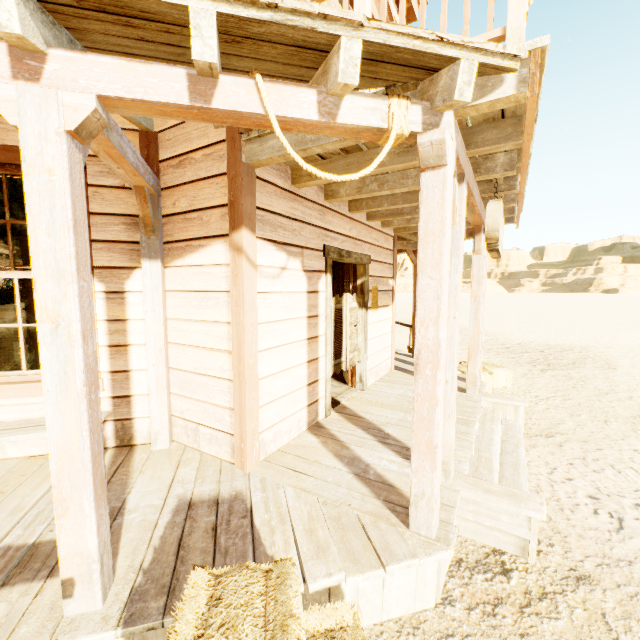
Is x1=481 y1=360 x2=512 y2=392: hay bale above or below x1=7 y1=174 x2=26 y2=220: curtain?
below

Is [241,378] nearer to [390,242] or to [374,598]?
[374,598]

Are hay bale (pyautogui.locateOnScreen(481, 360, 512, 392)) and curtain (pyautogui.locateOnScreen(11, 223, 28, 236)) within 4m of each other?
no

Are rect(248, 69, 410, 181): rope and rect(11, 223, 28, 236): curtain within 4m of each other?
yes

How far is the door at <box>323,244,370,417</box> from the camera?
4.2 meters

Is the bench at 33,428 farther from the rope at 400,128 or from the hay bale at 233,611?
the rope at 400,128

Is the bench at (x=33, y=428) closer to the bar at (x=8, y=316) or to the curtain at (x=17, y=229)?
the curtain at (x=17, y=229)

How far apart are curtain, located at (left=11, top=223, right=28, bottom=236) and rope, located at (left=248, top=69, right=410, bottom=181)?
2.5 meters
